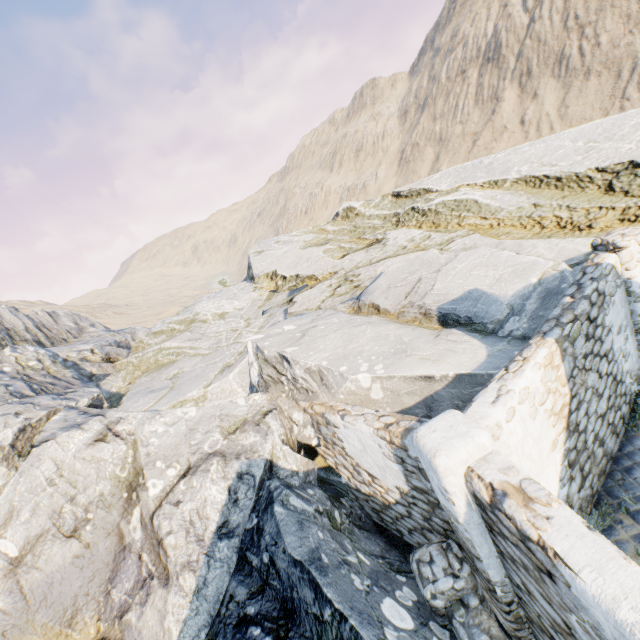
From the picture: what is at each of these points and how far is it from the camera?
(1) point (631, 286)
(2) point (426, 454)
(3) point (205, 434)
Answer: (1) stone column, 6.2 meters
(2) stone column, 3.6 meters
(3) rock, 6.3 meters

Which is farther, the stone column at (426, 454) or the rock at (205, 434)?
the rock at (205, 434)

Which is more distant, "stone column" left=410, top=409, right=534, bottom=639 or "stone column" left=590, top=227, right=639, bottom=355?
"stone column" left=590, top=227, right=639, bottom=355

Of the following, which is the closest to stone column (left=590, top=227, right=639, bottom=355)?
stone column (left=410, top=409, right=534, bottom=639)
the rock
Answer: the rock

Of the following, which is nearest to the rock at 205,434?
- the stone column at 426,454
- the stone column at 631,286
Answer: the stone column at 426,454

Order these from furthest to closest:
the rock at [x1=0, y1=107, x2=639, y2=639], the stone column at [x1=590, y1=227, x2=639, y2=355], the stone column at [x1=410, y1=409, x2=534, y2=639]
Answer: the stone column at [x1=590, y1=227, x2=639, y2=355]
the rock at [x1=0, y1=107, x2=639, y2=639]
the stone column at [x1=410, y1=409, x2=534, y2=639]
